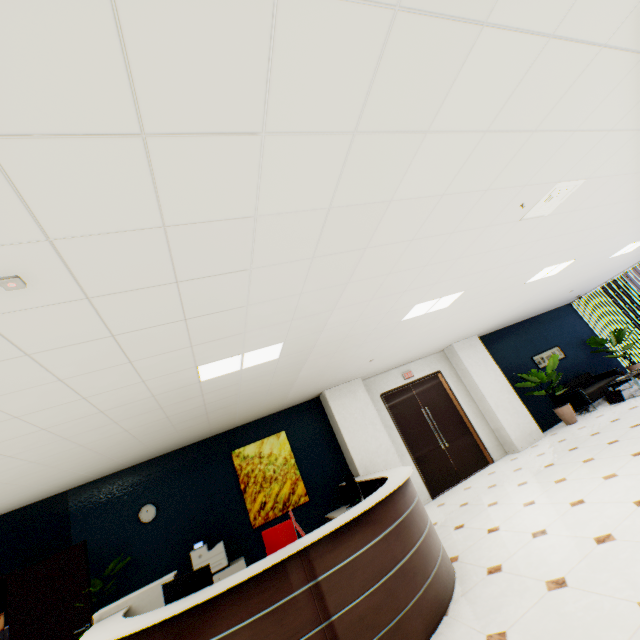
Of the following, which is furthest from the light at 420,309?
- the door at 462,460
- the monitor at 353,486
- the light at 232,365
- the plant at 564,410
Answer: the plant at 564,410

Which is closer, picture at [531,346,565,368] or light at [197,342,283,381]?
light at [197,342,283,381]

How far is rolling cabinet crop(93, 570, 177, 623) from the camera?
3.7m

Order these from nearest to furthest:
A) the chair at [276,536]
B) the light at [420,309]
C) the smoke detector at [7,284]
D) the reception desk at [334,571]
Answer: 1. the smoke detector at [7,284]
2. the reception desk at [334,571]
3. the chair at [276,536]
4. the light at [420,309]

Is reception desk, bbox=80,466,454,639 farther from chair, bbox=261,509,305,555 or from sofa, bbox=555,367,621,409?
sofa, bbox=555,367,621,409

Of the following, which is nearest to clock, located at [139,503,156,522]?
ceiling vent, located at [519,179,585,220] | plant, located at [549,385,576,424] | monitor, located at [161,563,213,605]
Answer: monitor, located at [161,563,213,605]

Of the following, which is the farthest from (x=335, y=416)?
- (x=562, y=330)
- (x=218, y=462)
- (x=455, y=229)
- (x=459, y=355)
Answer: (x=562, y=330)

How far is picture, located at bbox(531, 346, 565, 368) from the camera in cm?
980
